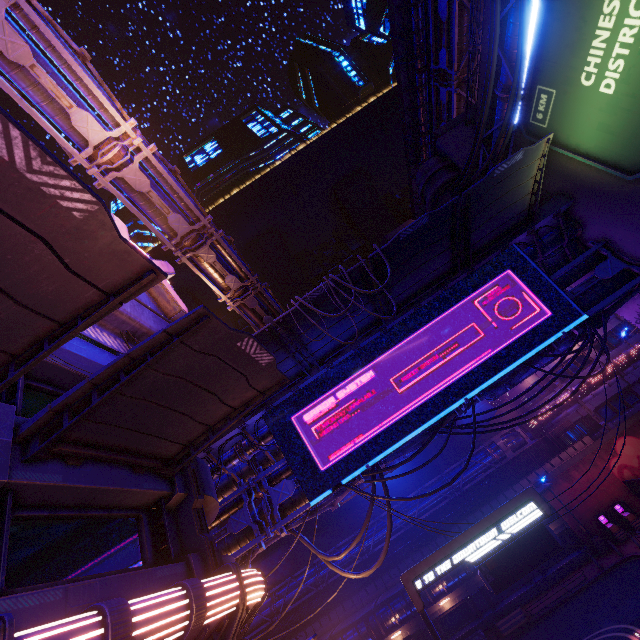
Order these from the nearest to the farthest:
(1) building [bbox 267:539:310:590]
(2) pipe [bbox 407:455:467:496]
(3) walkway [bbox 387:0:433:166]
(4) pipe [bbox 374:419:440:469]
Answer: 1. (4) pipe [bbox 374:419:440:469]
2. (2) pipe [bbox 407:455:467:496]
3. (3) walkway [bbox 387:0:433:166]
4. (1) building [bbox 267:539:310:590]

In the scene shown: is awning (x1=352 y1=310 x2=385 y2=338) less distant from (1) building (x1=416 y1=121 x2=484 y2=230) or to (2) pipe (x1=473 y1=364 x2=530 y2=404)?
(2) pipe (x1=473 y1=364 x2=530 y2=404)

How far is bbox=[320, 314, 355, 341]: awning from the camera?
13.6m

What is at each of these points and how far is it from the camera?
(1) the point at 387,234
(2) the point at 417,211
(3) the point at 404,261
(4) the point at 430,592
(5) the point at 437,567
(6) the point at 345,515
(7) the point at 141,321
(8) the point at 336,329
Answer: (1) building, 51.34m
(2) walkway, 57.47m
(3) awning, 13.21m
(4) walkway, 28.03m
(5) sign, 10.42m
(6) building, 42.59m
(7) sign, 10.51m
(8) awning, 14.23m

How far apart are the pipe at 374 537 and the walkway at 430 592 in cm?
278

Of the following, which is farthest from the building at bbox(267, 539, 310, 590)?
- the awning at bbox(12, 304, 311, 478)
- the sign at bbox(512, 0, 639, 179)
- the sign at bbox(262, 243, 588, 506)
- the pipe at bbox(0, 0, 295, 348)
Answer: the awning at bbox(12, 304, 311, 478)

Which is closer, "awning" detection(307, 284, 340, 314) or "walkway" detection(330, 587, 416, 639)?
"awning" detection(307, 284, 340, 314)

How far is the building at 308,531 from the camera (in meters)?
42.59
